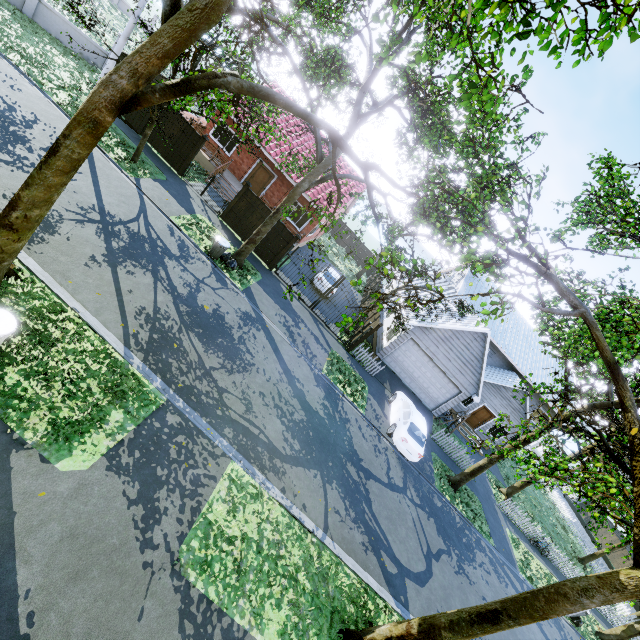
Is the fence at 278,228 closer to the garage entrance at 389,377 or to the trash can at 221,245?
the trash can at 221,245

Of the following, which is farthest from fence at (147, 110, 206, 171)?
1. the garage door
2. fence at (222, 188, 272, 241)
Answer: the garage door

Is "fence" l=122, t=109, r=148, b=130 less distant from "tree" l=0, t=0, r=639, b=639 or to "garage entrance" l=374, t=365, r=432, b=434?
"tree" l=0, t=0, r=639, b=639

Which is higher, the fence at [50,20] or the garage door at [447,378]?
the garage door at [447,378]

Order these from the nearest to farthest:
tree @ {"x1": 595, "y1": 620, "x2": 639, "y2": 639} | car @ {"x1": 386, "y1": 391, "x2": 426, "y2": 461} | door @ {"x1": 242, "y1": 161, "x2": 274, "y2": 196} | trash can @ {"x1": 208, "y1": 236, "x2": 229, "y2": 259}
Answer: trash can @ {"x1": 208, "y1": 236, "x2": 229, "y2": 259}, car @ {"x1": 386, "y1": 391, "x2": 426, "y2": 461}, tree @ {"x1": 595, "y1": 620, "x2": 639, "y2": 639}, door @ {"x1": 242, "y1": 161, "x2": 274, "y2": 196}

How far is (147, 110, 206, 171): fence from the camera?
16.8m

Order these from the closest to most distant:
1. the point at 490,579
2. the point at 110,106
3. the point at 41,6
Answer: the point at 110,106 < the point at 490,579 < the point at 41,6

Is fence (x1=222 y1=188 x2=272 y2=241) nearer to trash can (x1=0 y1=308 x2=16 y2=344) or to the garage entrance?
the garage entrance
